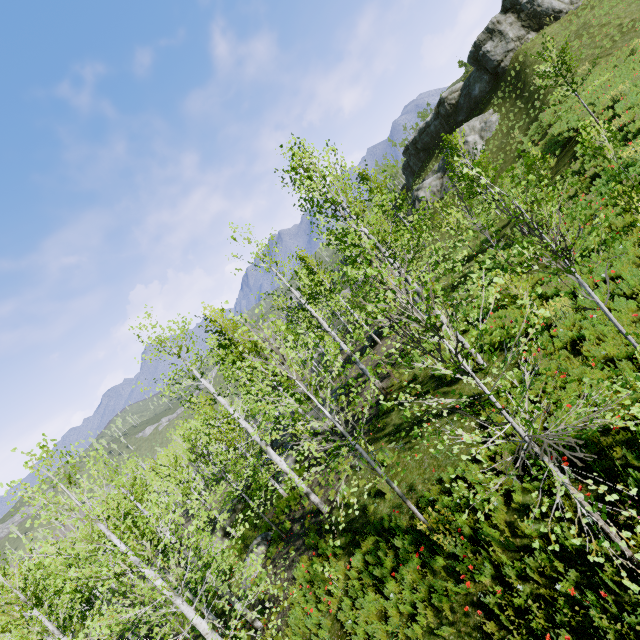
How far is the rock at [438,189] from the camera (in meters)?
36.44

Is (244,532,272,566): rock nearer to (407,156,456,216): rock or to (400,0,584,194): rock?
(407,156,456,216): rock

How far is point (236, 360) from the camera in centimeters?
632cm

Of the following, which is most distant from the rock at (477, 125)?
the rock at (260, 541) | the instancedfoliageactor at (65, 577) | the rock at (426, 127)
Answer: the rock at (260, 541)

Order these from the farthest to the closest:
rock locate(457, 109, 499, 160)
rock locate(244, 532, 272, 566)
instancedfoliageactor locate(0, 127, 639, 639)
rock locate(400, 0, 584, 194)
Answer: rock locate(457, 109, 499, 160) → rock locate(400, 0, 584, 194) → rock locate(244, 532, 272, 566) → instancedfoliageactor locate(0, 127, 639, 639)

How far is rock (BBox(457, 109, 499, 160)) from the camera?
32.5m

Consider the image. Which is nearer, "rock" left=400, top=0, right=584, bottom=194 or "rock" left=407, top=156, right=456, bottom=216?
"rock" left=400, top=0, right=584, bottom=194
